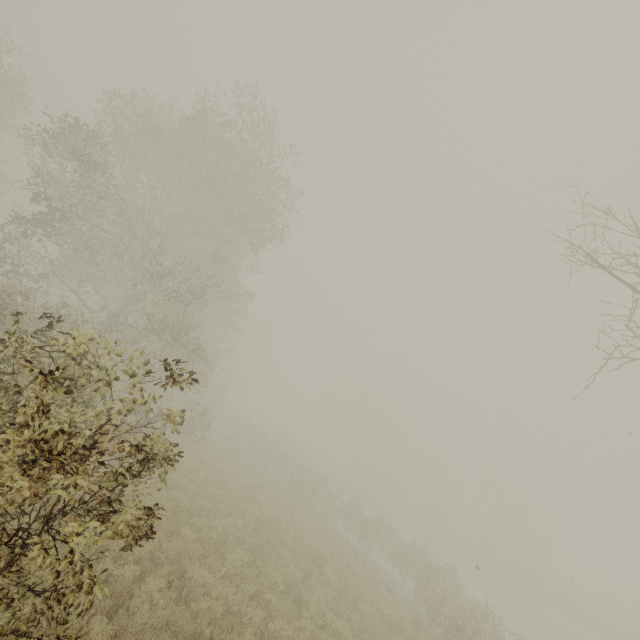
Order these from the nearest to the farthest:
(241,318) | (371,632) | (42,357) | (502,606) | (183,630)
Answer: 1. (183,630)
2. (42,357)
3. (371,632)
4. (502,606)
5. (241,318)
